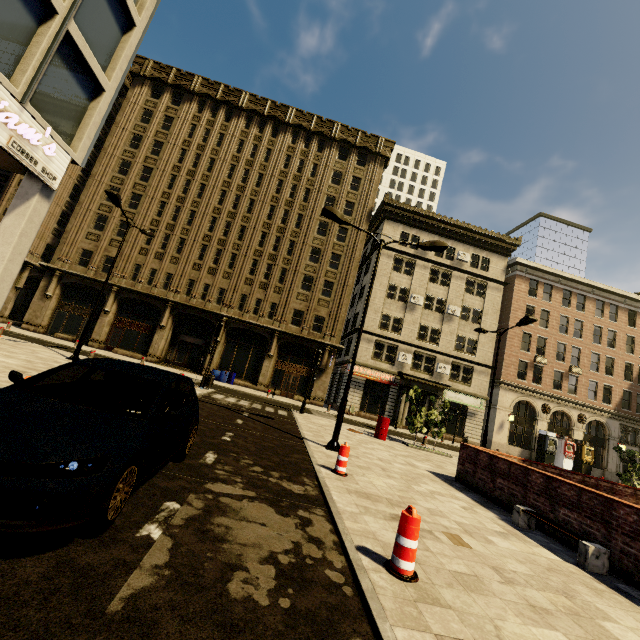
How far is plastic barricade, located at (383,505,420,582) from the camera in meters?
3.7

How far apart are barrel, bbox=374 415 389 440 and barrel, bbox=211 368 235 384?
15.3m

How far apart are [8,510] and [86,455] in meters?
0.6

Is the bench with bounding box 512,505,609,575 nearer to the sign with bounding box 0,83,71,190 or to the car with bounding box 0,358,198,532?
the car with bounding box 0,358,198,532

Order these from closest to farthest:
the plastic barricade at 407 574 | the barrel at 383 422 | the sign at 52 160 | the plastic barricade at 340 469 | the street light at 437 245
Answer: the plastic barricade at 407 574, the plastic barricade at 340 469, the sign at 52 160, the street light at 437 245, the barrel at 383 422

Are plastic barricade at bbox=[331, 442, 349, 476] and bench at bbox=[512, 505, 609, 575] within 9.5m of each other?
yes

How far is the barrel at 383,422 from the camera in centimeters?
1652cm

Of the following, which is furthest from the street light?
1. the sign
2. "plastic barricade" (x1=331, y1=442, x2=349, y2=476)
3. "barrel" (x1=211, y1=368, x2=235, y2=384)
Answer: "barrel" (x1=211, y1=368, x2=235, y2=384)
